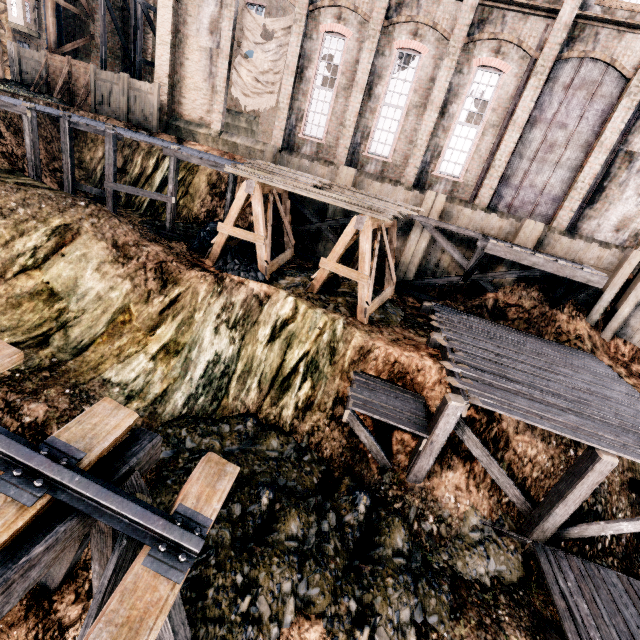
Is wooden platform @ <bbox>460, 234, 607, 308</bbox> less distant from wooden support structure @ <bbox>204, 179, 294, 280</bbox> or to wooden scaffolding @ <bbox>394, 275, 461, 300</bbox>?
wooden scaffolding @ <bbox>394, 275, 461, 300</bbox>

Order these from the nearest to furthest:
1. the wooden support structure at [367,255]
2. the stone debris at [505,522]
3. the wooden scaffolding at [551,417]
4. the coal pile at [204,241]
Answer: the wooden scaffolding at [551,417] → the stone debris at [505,522] → the wooden support structure at [367,255] → the coal pile at [204,241]

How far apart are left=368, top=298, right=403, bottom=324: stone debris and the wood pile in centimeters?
350cm

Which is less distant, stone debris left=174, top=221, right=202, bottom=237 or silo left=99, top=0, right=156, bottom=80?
stone debris left=174, top=221, right=202, bottom=237

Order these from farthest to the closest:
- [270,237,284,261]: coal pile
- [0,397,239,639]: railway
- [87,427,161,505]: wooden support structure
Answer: Result: [270,237,284,261]: coal pile, [87,427,161,505]: wooden support structure, [0,397,239,639]: railway

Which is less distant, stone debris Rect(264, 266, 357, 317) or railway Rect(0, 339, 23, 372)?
railway Rect(0, 339, 23, 372)

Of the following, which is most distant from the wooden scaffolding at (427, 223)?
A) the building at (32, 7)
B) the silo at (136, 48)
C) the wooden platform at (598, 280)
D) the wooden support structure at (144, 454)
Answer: the wooden support structure at (144, 454)

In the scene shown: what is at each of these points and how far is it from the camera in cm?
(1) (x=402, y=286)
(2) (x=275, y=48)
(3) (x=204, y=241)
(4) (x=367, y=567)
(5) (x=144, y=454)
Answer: (1) wooden scaffolding, 1861
(2) cloth, 1975
(3) coal pile, 1548
(4) stone debris, 798
(5) wooden support structure, 484
